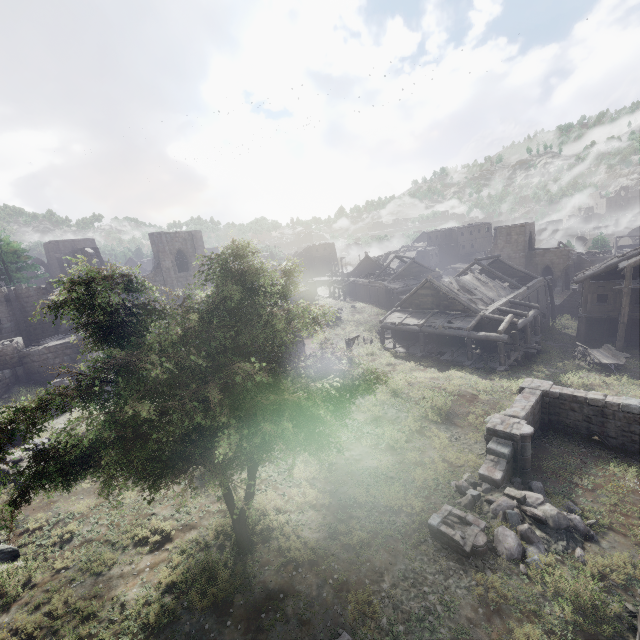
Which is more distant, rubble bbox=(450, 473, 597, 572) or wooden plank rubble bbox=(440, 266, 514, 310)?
wooden plank rubble bbox=(440, 266, 514, 310)

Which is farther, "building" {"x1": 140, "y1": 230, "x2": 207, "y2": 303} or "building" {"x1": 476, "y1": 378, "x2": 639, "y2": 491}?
"building" {"x1": 140, "y1": 230, "x2": 207, "y2": 303}

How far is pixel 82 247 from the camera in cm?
5175

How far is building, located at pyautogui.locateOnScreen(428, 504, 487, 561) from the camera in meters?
10.0

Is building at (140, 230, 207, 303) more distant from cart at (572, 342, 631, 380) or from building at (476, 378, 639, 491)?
building at (476, 378, 639, 491)

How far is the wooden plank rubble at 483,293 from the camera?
28.20m

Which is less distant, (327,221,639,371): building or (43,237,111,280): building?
(327,221,639,371): building

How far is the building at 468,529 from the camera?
10.0m
